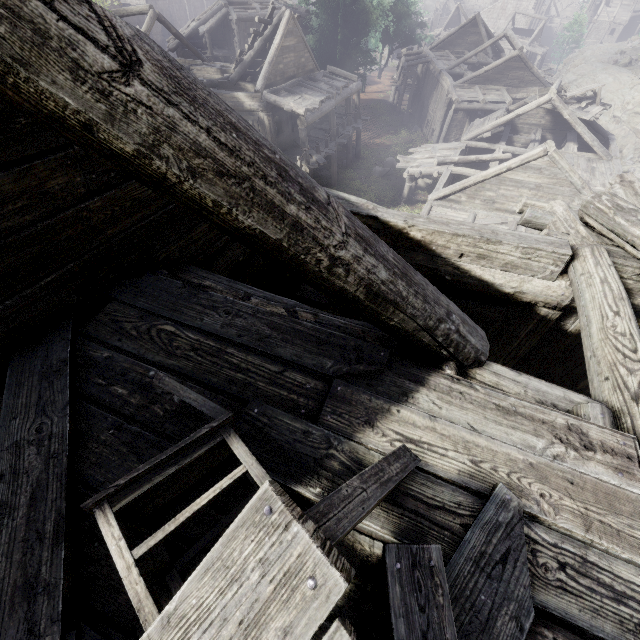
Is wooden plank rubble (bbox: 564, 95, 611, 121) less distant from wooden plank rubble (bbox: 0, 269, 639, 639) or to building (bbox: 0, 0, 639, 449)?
building (bbox: 0, 0, 639, 449)

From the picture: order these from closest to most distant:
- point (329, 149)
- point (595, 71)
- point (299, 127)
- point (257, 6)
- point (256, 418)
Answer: point (256, 418) < point (299, 127) < point (329, 149) < point (257, 6) < point (595, 71)

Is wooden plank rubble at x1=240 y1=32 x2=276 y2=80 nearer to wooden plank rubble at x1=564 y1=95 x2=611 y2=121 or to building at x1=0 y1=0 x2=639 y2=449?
building at x1=0 y1=0 x2=639 y2=449

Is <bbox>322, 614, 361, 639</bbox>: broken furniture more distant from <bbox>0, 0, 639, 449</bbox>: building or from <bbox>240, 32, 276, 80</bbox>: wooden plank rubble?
<bbox>240, 32, 276, 80</bbox>: wooden plank rubble

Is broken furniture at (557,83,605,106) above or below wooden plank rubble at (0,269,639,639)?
below

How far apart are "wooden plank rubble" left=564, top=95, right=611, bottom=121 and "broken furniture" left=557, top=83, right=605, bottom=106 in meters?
0.0 m

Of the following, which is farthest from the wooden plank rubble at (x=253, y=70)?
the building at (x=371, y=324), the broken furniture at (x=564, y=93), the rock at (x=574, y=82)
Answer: the rock at (x=574, y=82)

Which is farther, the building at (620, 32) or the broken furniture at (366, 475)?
the building at (620, 32)
